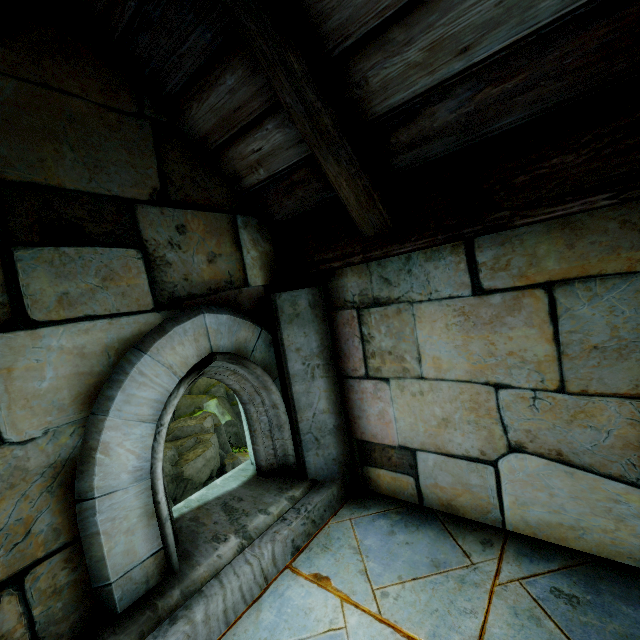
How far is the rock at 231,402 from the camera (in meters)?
14.59

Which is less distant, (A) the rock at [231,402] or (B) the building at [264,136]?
(B) the building at [264,136]

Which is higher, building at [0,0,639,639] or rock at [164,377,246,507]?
building at [0,0,639,639]

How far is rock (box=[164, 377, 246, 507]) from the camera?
14.6m

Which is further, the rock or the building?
the rock

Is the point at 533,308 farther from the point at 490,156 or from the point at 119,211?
the point at 119,211
